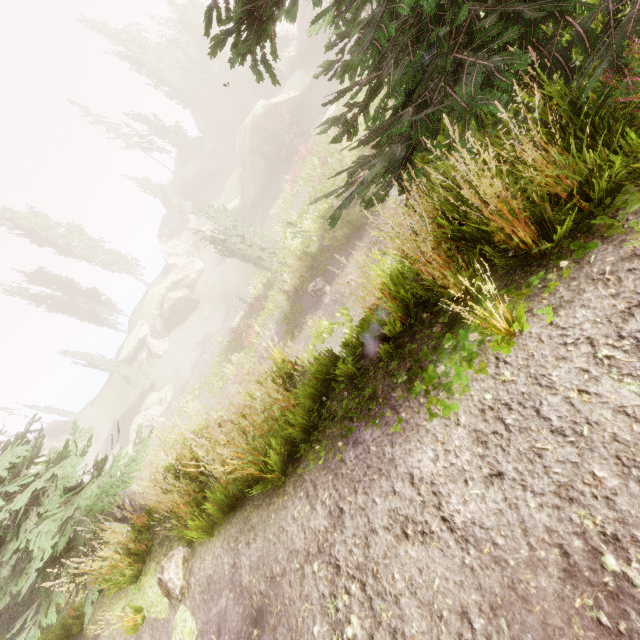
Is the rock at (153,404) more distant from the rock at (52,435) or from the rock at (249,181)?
the rock at (52,435)

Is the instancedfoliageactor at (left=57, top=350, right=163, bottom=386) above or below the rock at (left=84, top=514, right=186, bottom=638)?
above

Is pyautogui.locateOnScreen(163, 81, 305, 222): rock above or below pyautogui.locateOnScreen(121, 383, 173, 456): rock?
above

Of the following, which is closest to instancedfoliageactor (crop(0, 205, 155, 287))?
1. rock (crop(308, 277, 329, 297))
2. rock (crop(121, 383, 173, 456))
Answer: rock (crop(308, 277, 329, 297))

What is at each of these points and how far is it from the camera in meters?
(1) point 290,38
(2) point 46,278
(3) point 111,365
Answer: (1) rock, 45.3 m
(2) instancedfoliageactor, 40.8 m
(3) instancedfoliageactor, 35.1 m

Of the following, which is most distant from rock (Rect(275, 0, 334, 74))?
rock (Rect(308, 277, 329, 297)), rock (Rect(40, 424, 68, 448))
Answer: rock (Rect(308, 277, 329, 297))

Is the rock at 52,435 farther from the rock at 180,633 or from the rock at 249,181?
the rock at 180,633

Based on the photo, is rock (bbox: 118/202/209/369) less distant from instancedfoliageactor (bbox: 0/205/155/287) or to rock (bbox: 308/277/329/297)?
instancedfoliageactor (bbox: 0/205/155/287)
